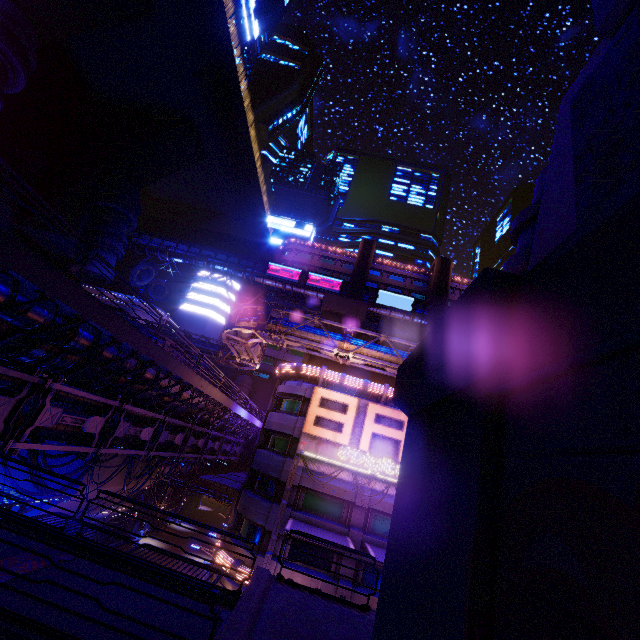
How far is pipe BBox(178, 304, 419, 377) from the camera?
22.5m

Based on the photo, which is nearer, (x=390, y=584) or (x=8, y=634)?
(x=390, y=584)

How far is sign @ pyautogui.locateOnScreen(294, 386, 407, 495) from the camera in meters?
22.1

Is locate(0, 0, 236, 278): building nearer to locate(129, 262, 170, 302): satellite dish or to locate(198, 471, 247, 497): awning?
locate(129, 262, 170, 302): satellite dish

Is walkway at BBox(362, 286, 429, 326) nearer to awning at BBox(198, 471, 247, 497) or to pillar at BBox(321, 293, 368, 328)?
pillar at BBox(321, 293, 368, 328)

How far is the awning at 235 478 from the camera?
26.6m

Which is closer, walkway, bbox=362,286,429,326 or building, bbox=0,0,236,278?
building, bbox=0,0,236,278

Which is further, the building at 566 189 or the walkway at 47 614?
the building at 566 189
